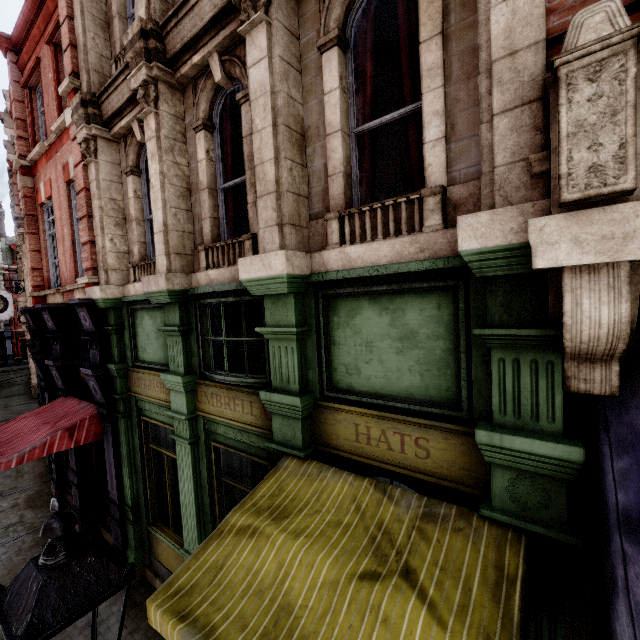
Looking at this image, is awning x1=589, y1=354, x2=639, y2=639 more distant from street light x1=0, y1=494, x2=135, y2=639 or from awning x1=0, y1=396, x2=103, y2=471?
awning x1=0, y1=396, x2=103, y2=471

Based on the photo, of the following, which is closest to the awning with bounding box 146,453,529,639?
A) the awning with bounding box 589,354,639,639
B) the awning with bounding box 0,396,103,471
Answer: the awning with bounding box 589,354,639,639

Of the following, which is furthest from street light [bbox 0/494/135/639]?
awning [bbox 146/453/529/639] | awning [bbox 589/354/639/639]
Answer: awning [bbox 589/354/639/639]

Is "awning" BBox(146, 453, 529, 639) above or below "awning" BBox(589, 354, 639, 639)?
below

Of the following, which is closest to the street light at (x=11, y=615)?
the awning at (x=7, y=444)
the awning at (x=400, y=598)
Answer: the awning at (x=400, y=598)

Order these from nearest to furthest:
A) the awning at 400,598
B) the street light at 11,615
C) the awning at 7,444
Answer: the street light at 11,615
the awning at 400,598
the awning at 7,444

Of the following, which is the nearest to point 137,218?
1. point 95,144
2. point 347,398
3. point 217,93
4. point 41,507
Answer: point 95,144

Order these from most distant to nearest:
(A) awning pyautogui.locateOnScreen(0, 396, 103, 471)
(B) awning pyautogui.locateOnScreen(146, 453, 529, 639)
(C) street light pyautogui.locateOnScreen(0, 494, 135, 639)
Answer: (A) awning pyautogui.locateOnScreen(0, 396, 103, 471) < (B) awning pyautogui.locateOnScreen(146, 453, 529, 639) < (C) street light pyautogui.locateOnScreen(0, 494, 135, 639)
